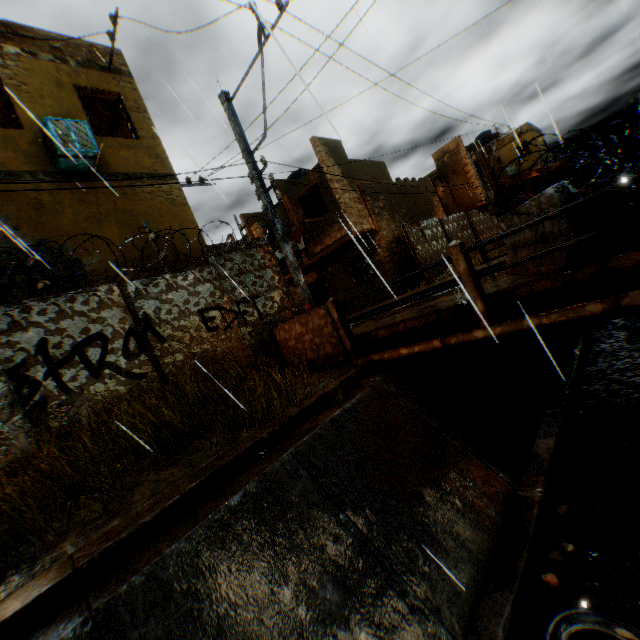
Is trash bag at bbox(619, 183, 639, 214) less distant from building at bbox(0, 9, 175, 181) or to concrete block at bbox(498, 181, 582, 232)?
concrete block at bbox(498, 181, 582, 232)

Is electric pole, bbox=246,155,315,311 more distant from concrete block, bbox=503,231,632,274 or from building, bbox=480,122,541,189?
concrete block, bbox=503,231,632,274

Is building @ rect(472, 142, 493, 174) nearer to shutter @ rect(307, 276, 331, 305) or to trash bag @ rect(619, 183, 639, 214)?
shutter @ rect(307, 276, 331, 305)

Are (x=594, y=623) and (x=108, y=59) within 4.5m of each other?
no

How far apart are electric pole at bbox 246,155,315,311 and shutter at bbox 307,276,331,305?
12.46m

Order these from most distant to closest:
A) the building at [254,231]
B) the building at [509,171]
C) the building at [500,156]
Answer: the building at [509,171]
the building at [500,156]
the building at [254,231]

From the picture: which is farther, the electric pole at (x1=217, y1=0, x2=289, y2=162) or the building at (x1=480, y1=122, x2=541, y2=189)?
the building at (x1=480, y1=122, x2=541, y2=189)

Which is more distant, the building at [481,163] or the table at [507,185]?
the building at [481,163]
